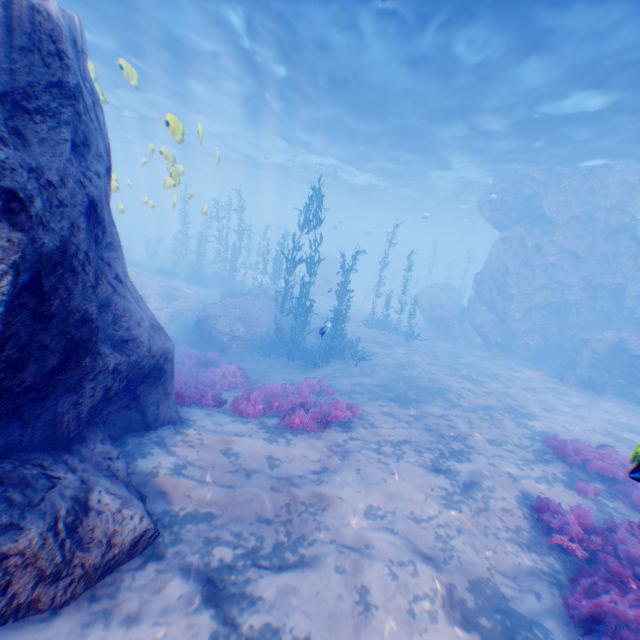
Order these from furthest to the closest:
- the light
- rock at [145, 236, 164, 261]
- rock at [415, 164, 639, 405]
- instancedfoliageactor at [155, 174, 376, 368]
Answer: rock at [145, 236, 164, 261]
rock at [415, 164, 639, 405]
instancedfoliageactor at [155, 174, 376, 368]
the light

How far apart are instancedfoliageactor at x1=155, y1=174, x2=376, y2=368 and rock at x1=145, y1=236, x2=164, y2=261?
18.47m

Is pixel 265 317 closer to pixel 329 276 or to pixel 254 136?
pixel 329 276

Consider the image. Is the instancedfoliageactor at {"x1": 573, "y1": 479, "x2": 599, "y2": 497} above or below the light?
below

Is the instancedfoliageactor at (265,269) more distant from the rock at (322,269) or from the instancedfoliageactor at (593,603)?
the instancedfoliageactor at (593,603)

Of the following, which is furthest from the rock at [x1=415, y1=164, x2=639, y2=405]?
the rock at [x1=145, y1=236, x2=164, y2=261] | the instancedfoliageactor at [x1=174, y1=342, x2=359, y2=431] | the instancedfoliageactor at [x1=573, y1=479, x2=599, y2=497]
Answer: the rock at [x1=145, y1=236, x2=164, y2=261]

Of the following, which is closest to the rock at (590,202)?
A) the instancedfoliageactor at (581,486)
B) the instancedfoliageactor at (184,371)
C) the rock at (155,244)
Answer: the instancedfoliageactor at (184,371)

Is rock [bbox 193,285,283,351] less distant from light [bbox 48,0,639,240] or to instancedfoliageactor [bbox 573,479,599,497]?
light [bbox 48,0,639,240]
